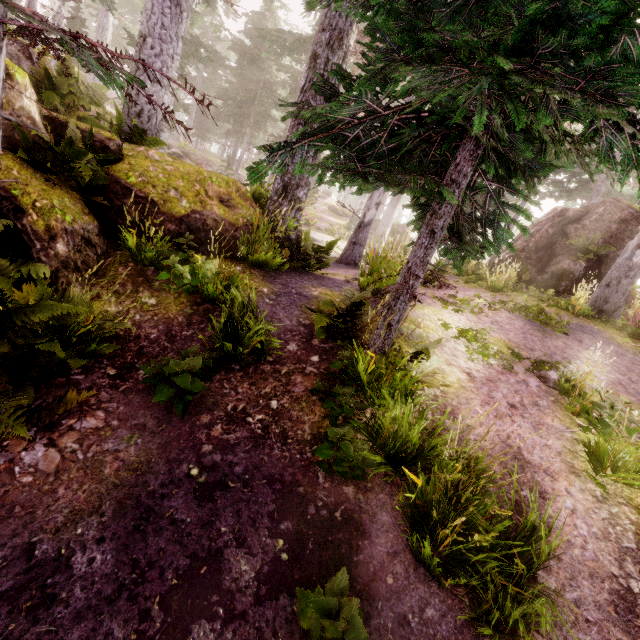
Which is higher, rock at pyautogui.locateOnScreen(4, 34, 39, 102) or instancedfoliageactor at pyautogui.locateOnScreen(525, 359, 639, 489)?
rock at pyautogui.locateOnScreen(4, 34, 39, 102)

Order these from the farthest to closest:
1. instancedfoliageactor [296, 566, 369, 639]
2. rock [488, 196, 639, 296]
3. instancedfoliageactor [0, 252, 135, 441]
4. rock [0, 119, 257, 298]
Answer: rock [488, 196, 639, 296], rock [0, 119, 257, 298], instancedfoliageactor [0, 252, 135, 441], instancedfoliageactor [296, 566, 369, 639]

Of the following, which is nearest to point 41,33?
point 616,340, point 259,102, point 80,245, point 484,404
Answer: point 80,245

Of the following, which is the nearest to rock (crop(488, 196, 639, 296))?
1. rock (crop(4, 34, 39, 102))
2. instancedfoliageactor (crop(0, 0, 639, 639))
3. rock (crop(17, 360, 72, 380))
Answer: instancedfoliageactor (crop(0, 0, 639, 639))

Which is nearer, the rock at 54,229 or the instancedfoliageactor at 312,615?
the instancedfoliageactor at 312,615

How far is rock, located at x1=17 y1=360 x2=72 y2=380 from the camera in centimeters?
393cm
